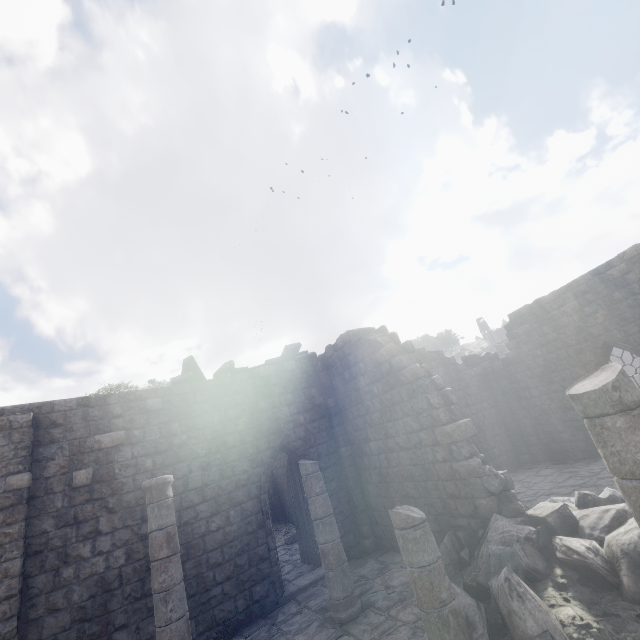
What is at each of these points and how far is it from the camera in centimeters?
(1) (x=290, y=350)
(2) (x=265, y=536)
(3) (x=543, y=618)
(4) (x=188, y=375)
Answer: (1) wooden plank rubble, 1262cm
(2) building, 967cm
(3) rubble, 438cm
(4) wooden plank rubble, 1055cm

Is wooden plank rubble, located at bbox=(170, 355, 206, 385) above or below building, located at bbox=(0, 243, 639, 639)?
above

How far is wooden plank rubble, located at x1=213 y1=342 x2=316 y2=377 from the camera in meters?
11.3

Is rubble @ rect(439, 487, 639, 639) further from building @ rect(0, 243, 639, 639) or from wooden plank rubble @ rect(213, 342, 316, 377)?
wooden plank rubble @ rect(213, 342, 316, 377)

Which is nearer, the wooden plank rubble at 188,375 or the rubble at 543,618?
the rubble at 543,618

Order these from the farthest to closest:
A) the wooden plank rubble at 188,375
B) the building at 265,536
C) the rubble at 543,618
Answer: the wooden plank rubble at 188,375 → the building at 265,536 → the rubble at 543,618

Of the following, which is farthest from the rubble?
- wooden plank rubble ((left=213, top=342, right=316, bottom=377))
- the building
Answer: wooden plank rubble ((left=213, top=342, right=316, bottom=377))
